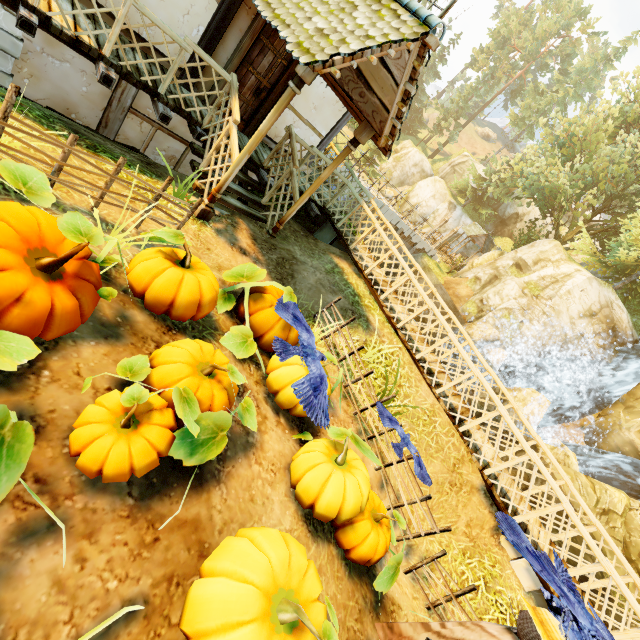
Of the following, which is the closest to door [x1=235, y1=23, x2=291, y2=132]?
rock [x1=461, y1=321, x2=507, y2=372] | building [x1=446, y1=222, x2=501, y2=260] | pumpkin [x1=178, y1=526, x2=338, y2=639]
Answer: pumpkin [x1=178, y1=526, x2=338, y2=639]

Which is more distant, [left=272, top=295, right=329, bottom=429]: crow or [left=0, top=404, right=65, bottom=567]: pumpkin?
[left=272, top=295, right=329, bottom=429]: crow

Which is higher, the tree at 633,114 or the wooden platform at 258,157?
the tree at 633,114

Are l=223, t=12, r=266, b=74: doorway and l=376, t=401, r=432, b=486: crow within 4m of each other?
no

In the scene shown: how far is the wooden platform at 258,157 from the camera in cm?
740

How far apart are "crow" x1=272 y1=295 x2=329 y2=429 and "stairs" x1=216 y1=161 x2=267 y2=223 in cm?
333

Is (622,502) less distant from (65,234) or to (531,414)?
(531,414)

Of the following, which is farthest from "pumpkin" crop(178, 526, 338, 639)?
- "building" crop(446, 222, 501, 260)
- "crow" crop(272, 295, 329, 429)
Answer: "building" crop(446, 222, 501, 260)
